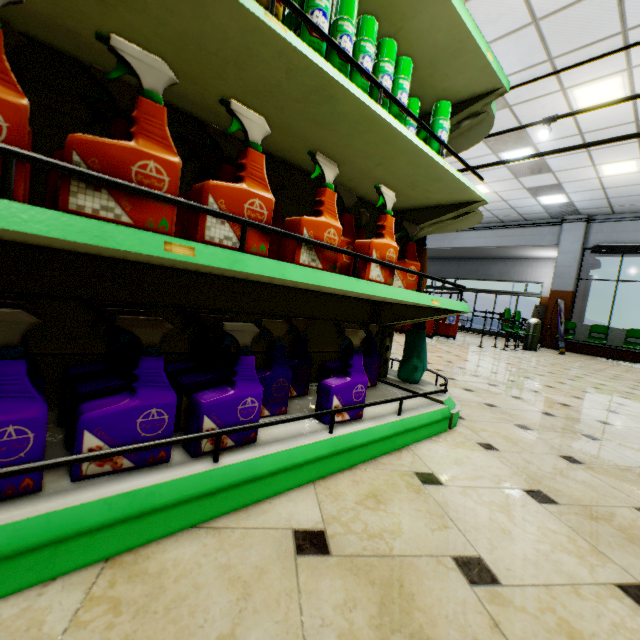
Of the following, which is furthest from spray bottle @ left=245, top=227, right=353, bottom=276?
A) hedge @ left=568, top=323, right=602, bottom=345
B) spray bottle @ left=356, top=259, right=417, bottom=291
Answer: hedge @ left=568, top=323, right=602, bottom=345

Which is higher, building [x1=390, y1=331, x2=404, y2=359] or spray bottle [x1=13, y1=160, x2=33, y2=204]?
spray bottle [x1=13, y1=160, x2=33, y2=204]

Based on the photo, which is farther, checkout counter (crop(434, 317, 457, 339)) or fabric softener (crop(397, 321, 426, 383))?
checkout counter (crop(434, 317, 457, 339))

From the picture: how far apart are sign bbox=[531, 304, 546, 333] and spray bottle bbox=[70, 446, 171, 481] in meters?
15.5 m

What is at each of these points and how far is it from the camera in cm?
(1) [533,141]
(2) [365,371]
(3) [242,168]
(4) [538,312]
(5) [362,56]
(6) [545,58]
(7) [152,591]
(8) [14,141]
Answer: (1) building, 751
(2) spray bottle, 192
(3) spray bottle, 89
(4) sign, 1322
(5) aerosol can, 111
(6) building, 518
(7) building, 67
(8) spray bottle, 57

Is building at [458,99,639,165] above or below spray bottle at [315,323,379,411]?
above

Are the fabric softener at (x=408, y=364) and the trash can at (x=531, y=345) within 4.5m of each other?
no

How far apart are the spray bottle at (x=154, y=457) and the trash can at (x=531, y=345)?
11.0m
